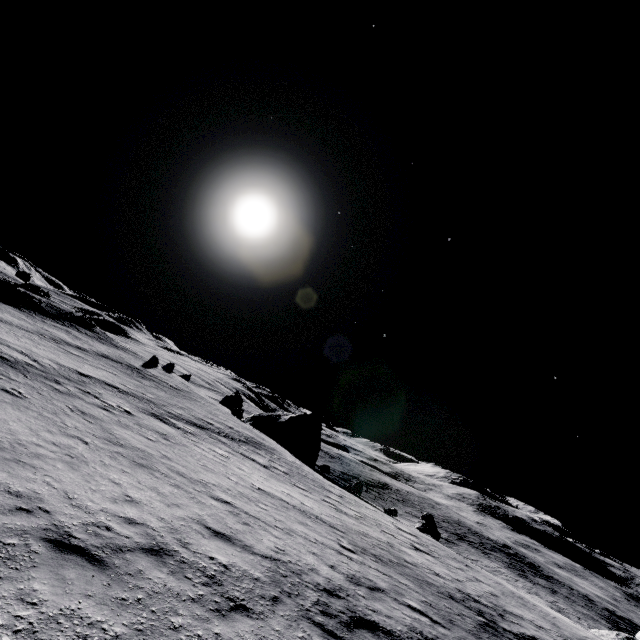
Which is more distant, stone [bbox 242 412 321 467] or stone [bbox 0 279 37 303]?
stone [bbox 242 412 321 467]

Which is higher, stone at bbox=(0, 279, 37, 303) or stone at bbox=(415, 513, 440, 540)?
stone at bbox=(0, 279, 37, 303)

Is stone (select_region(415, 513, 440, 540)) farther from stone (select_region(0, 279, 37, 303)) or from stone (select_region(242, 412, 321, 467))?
stone (select_region(0, 279, 37, 303))

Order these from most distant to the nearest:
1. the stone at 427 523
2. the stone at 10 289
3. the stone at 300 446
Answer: the stone at 300 446, the stone at 10 289, the stone at 427 523

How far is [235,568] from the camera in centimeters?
803cm

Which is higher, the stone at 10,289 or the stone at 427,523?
the stone at 10,289

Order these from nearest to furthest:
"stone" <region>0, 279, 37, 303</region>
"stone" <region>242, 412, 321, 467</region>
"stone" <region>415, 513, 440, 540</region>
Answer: "stone" <region>415, 513, 440, 540</region> → "stone" <region>0, 279, 37, 303</region> → "stone" <region>242, 412, 321, 467</region>
